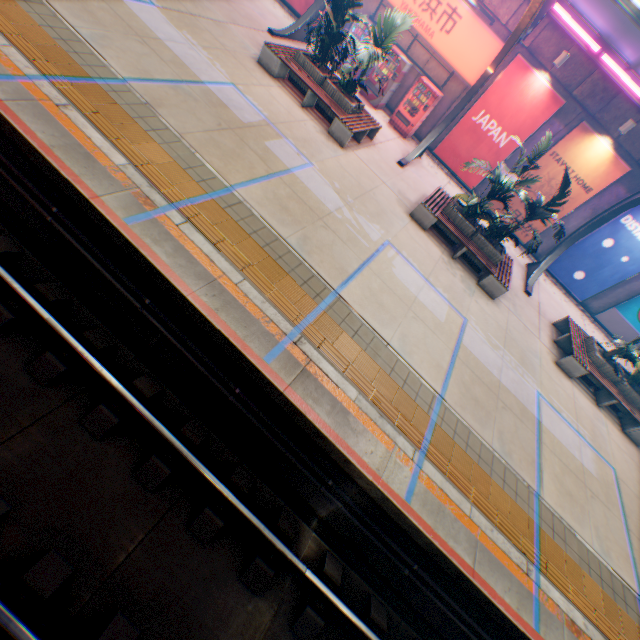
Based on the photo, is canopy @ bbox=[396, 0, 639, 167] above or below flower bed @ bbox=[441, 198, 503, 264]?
above

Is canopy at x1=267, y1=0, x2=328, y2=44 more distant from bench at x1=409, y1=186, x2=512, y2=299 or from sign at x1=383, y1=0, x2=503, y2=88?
bench at x1=409, y1=186, x2=512, y2=299

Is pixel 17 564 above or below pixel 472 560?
below

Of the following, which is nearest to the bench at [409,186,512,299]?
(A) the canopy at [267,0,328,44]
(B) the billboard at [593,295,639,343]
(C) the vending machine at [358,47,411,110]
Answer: (A) the canopy at [267,0,328,44]

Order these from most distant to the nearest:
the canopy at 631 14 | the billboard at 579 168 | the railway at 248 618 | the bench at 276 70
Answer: the billboard at 579 168
the bench at 276 70
the canopy at 631 14
the railway at 248 618

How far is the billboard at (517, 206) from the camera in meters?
14.6 m

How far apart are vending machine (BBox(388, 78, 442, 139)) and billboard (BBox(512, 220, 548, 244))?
4.77m

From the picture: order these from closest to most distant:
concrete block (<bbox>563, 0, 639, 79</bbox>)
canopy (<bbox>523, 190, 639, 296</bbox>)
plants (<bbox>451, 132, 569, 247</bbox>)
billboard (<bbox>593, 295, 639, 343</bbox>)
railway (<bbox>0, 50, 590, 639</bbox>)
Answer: railway (<bbox>0, 50, 590, 639</bbox>) → plants (<bbox>451, 132, 569, 247</bbox>) → concrete block (<bbox>563, 0, 639, 79</bbox>) → canopy (<bbox>523, 190, 639, 296</bbox>) → billboard (<bbox>593, 295, 639, 343</bbox>)
